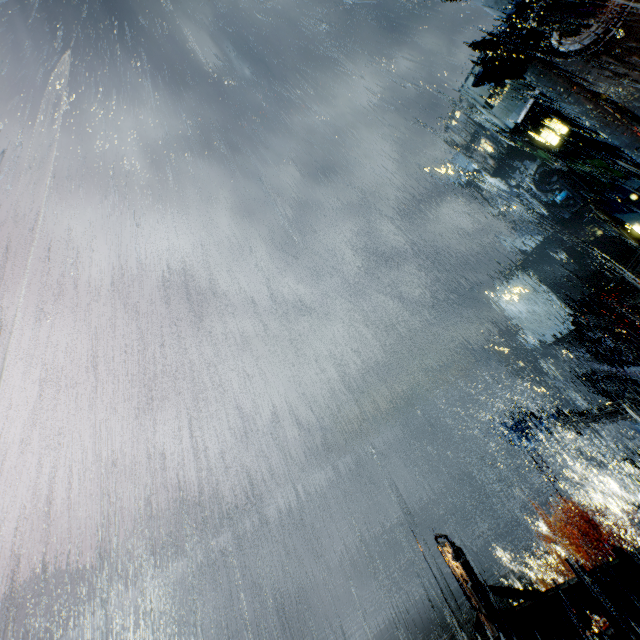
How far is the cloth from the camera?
22.78m

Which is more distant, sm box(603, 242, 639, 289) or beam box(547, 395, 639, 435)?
beam box(547, 395, 639, 435)

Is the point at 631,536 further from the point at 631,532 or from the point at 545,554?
the point at 545,554

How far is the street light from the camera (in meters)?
16.75

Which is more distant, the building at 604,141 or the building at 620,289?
the building at 604,141

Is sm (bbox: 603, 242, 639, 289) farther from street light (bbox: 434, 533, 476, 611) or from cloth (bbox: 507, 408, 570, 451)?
street light (bbox: 434, 533, 476, 611)

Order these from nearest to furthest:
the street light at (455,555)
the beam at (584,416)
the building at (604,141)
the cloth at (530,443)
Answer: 1. the street light at (455,555)
2. the beam at (584,416)
3. the cloth at (530,443)
4. the building at (604,141)

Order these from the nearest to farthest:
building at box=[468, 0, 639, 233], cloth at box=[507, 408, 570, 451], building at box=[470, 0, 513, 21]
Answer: cloth at box=[507, 408, 570, 451] → building at box=[468, 0, 639, 233] → building at box=[470, 0, 513, 21]
